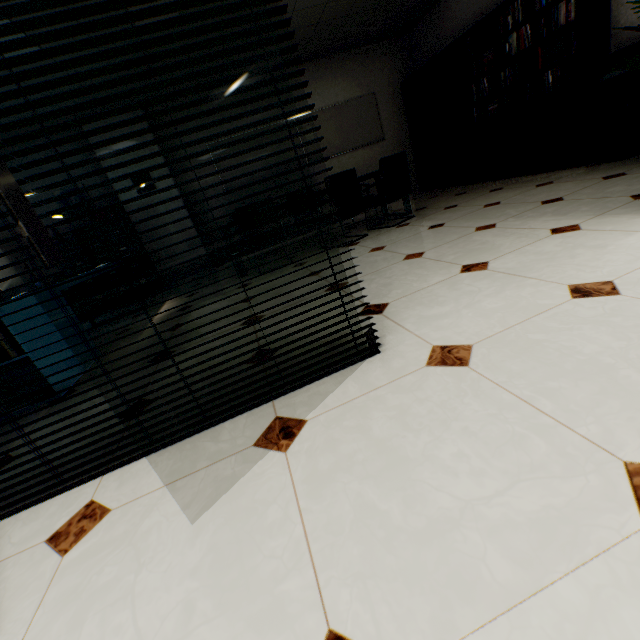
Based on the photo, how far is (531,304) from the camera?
1.5m

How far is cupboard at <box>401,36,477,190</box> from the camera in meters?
5.3 m

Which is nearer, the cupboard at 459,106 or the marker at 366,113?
the cupboard at 459,106

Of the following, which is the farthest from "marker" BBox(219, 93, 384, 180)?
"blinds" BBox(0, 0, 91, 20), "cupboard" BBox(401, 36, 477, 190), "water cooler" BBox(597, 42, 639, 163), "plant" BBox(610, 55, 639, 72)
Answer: "blinds" BBox(0, 0, 91, 20)

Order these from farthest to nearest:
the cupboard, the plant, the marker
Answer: the marker → the cupboard → the plant

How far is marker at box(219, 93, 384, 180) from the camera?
6.46m

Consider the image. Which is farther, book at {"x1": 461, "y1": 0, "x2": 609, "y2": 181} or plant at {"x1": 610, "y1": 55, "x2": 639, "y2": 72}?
book at {"x1": 461, "y1": 0, "x2": 609, "y2": 181}

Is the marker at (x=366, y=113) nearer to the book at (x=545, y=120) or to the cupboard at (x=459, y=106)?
the cupboard at (x=459, y=106)
